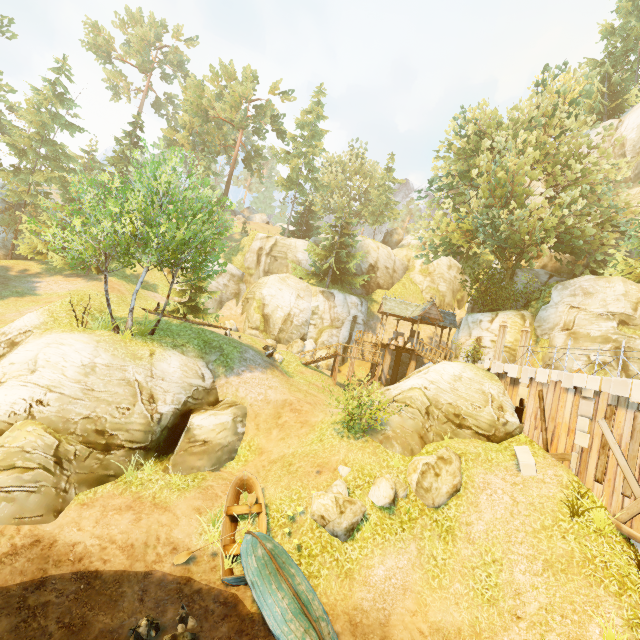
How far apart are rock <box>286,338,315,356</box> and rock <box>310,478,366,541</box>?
17.48m

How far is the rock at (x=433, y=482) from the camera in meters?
11.5

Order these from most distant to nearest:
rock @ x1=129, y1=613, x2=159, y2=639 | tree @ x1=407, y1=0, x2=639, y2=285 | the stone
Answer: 1. tree @ x1=407, y1=0, x2=639, y2=285
2. the stone
3. rock @ x1=129, y1=613, x2=159, y2=639

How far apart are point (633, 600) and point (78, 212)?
23.3m

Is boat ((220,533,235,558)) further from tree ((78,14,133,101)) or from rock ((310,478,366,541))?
tree ((78,14,133,101))

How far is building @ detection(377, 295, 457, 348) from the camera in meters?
27.2

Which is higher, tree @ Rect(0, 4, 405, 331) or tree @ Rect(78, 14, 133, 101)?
tree @ Rect(78, 14, 133, 101)

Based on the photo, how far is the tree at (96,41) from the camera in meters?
50.9
